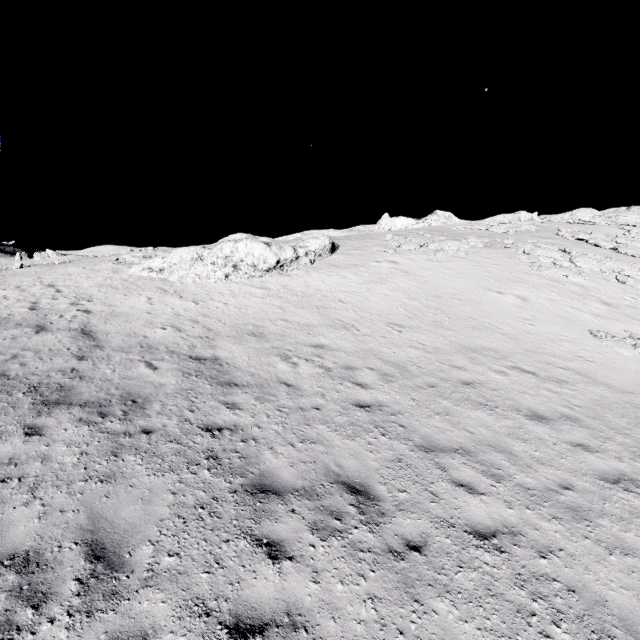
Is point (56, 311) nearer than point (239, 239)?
Yes
